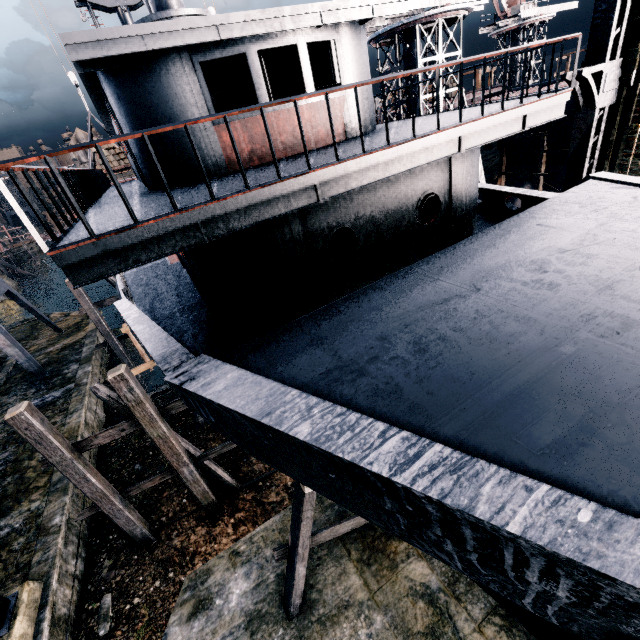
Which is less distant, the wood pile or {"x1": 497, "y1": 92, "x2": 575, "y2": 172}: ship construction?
the wood pile

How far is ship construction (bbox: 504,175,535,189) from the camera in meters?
25.8

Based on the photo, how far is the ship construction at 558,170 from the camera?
23.0m

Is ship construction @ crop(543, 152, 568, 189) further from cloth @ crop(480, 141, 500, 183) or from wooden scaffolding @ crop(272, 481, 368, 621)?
wooden scaffolding @ crop(272, 481, 368, 621)

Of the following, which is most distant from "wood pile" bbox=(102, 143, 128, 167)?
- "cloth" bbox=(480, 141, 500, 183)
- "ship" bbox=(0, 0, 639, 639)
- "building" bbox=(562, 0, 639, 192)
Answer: "building" bbox=(562, 0, 639, 192)

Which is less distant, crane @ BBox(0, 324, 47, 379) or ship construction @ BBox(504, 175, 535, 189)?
crane @ BBox(0, 324, 47, 379)

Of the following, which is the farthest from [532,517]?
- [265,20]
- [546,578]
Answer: [265,20]

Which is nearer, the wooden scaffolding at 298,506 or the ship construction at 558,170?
the wooden scaffolding at 298,506
